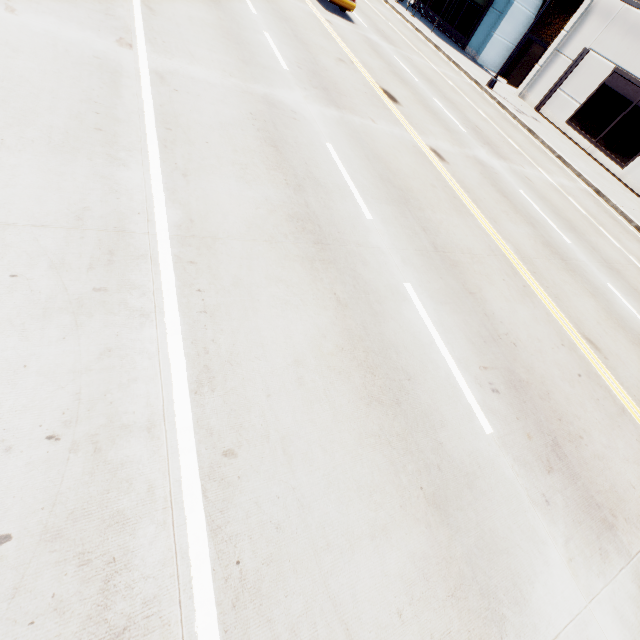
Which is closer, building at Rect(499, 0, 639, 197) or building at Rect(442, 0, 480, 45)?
building at Rect(499, 0, 639, 197)

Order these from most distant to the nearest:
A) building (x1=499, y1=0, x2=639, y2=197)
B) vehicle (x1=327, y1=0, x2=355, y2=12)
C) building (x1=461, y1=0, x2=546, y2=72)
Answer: building (x1=461, y1=0, x2=546, y2=72)
building (x1=499, y1=0, x2=639, y2=197)
vehicle (x1=327, y1=0, x2=355, y2=12)

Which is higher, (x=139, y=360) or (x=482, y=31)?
(x=482, y=31)

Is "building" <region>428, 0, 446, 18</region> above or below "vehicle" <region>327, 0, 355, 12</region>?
above

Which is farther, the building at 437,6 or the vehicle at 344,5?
the building at 437,6

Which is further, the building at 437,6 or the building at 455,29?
the building at 437,6

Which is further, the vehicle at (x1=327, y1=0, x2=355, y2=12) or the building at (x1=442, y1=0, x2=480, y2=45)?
the building at (x1=442, y1=0, x2=480, y2=45)
